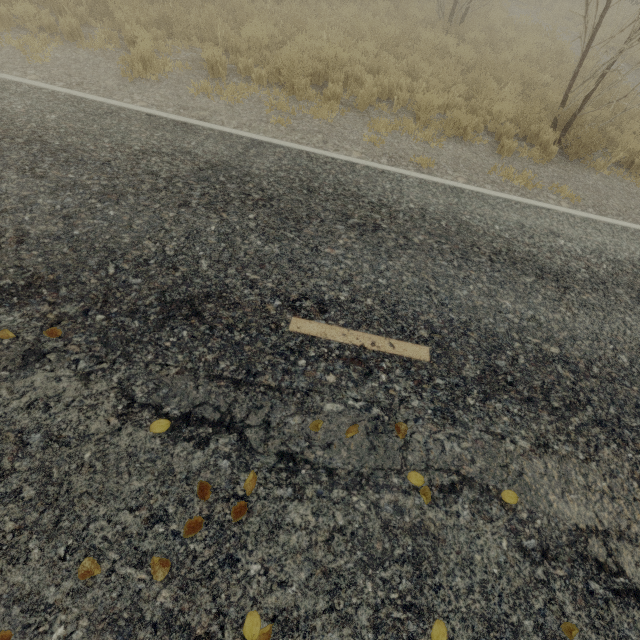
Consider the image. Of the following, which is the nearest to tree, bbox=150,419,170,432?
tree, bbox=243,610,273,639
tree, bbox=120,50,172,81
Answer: tree, bbox=120,50,172,81

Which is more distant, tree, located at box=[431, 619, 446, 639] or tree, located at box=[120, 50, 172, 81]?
tree, located at box=[120, 50, 172, 81]

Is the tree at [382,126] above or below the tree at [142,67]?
below

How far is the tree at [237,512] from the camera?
2.4 meters

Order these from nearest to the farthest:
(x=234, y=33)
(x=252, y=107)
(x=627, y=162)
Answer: (x=252, y=107) → (x=627, y=162) → (x=234, y=33)

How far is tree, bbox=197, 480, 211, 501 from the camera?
2.4m

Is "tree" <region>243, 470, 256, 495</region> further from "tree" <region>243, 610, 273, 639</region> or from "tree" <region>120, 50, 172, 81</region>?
"tree" <region>243, 610, 273, 639</region>
